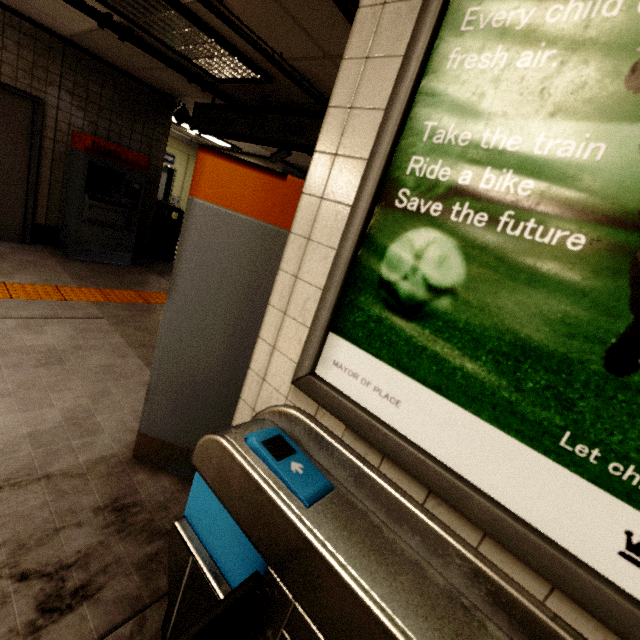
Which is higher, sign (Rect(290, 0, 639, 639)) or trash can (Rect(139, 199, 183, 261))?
sign (Rect(290, 0, 639, 639))

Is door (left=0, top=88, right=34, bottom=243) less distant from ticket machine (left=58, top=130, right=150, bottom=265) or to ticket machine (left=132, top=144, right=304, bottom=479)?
ticket machine (left=58, top=130, right=150, bottom=265)

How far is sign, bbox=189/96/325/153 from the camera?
3.5m

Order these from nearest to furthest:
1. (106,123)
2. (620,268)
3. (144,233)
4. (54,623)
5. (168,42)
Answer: (620,268) → (54,623) → (168,42) → (106,123) → (144,233)

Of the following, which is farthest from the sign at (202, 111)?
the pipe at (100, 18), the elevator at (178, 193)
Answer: the elevator at (178, 193)

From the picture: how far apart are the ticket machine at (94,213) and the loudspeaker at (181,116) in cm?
86

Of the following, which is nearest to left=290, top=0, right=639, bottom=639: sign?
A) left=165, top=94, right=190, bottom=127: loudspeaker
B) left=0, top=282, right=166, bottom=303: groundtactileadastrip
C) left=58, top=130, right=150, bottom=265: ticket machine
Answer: left=0, top=282, right=166, bottom=303: groundtactileadastrip

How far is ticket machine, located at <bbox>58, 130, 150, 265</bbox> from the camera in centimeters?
476cm
